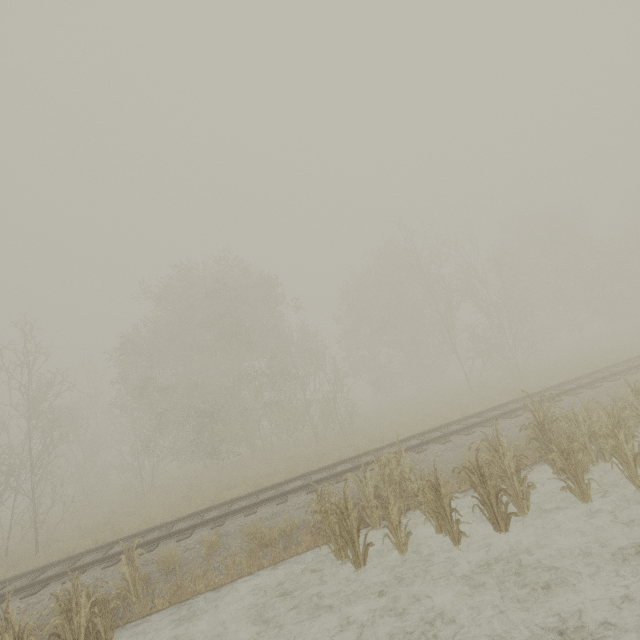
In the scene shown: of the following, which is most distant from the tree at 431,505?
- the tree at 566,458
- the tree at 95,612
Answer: the tree at 95,612

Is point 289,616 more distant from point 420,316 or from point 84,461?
point 420,316

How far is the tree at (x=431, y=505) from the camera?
6.5 meters

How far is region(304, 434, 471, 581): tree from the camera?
6.5m

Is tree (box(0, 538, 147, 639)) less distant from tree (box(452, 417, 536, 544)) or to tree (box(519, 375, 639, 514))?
tree (box(452, 417, 536, 544))

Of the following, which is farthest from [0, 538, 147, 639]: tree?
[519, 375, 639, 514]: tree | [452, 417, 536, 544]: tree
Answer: [519, 375, 639, 514]: tree
